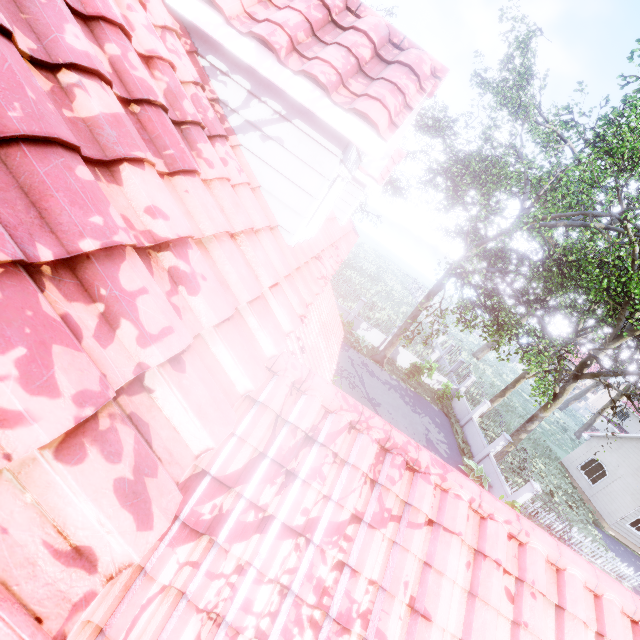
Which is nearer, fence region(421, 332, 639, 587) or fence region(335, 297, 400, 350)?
fence region(421, 332, 639, 587)

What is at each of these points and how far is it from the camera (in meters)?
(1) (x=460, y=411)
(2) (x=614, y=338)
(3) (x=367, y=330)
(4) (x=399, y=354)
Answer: (1) fence, 22.20
(2) tree, 16.03
(3) fence, 23.62
(4) fence, 23.81

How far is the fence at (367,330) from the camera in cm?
2312

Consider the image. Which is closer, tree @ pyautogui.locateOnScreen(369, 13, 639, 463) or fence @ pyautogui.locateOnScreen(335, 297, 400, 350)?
tree @ pyautogui.locateOnScreen(369, 13, 639, 463)

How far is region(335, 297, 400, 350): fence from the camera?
23.1 meters

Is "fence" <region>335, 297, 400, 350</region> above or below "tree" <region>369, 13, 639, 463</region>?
below

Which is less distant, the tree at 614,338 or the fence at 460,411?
the tree at 614,338

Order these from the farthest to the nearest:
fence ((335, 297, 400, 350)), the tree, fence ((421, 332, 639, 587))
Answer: fence ((335, 297, 400, 350))
fence ((421, 332, 639, 587))
the tree
